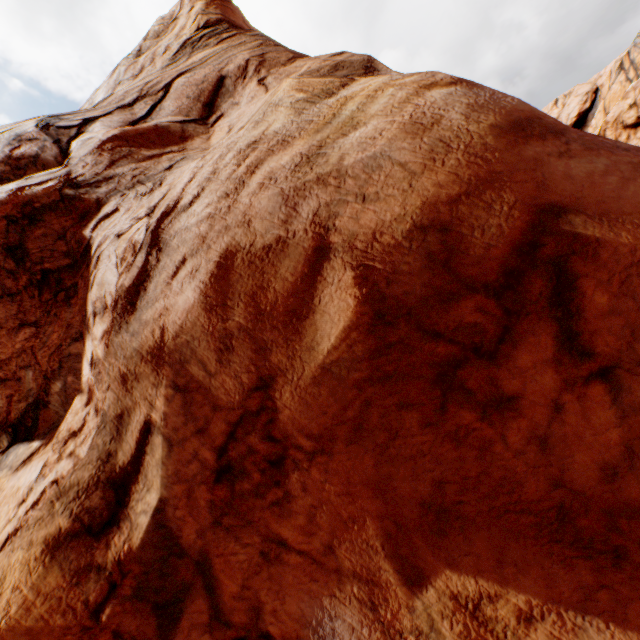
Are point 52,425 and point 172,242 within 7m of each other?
yes
